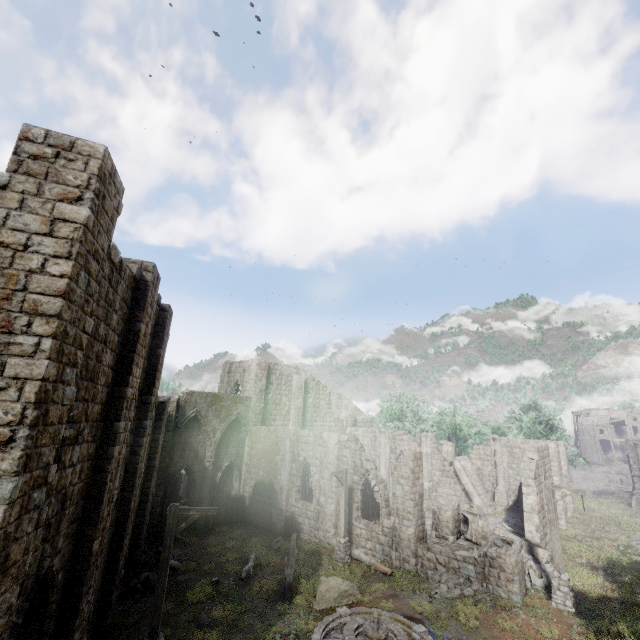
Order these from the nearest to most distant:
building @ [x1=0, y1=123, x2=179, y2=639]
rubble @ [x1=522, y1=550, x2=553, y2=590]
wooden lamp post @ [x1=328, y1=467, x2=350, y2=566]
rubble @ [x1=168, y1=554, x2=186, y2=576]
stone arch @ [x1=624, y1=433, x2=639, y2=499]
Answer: building @ [x1=0, y1=123, x2=179, y2=639] → rubble @ [x1=522, y1=550, x2=553, y2=590] → rubble @ [x1=168, y1=554, x2=186, y2=576] → wooden lamp post @ [x1=328, y1=467, x2=350, y2=566] → stone arch @ [x1=624, y1=433, x2=639, y2=499]

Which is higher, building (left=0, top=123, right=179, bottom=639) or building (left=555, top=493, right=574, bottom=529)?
building (left=0, top=123, right=179, bottom=639)

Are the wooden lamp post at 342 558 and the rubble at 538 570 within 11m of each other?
yes

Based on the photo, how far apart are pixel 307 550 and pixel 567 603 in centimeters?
1273cm

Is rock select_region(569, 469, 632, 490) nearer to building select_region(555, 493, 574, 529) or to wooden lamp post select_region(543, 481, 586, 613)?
building select_region(555, 493, 574, 529)

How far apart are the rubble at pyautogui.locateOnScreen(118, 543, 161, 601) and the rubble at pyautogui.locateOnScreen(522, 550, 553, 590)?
17.3m

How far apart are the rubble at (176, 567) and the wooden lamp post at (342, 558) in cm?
805

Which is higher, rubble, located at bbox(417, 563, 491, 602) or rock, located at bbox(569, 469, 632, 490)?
rubble, located at bbox(417, 563, 491, 602)
